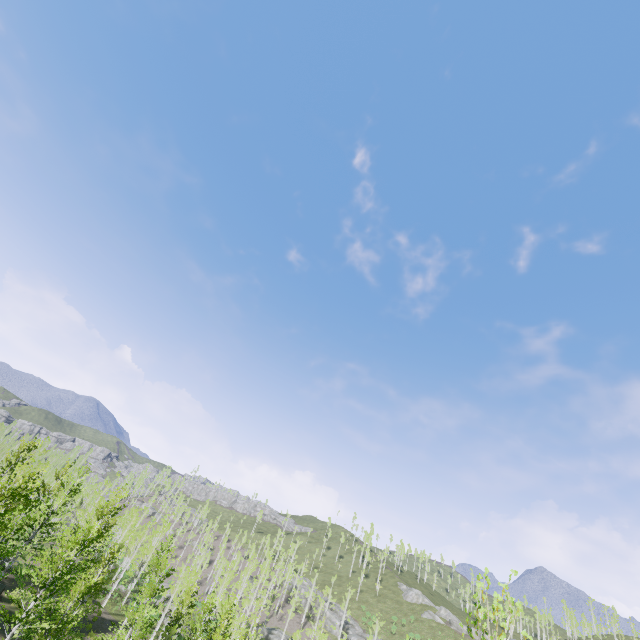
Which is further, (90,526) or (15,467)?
(90,526)
